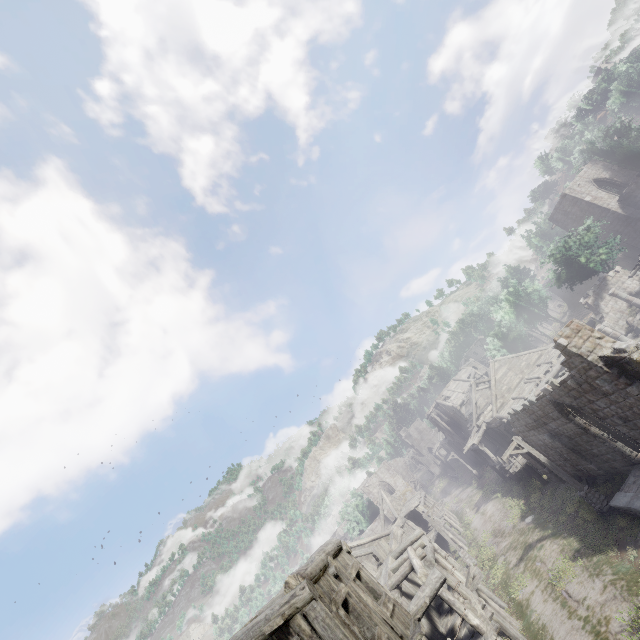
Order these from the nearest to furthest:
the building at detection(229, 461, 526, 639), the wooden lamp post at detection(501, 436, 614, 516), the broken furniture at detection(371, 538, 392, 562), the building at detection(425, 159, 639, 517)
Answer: the building at detection(229, 461, 526, 639) → the building at detection(425, 159, 639, 517) → the wooden lamp post at detection(501, 436, 614, 516) → the broken furniture at detection(371, 538, 392, 562)

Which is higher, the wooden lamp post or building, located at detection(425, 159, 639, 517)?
building, located at detection(425, 159, 639, 517)

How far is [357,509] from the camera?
59.4m

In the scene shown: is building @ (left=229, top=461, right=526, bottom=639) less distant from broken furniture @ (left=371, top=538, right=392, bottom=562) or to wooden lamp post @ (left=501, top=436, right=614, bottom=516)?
broken furniture @ (left=371, top=538, right=392, bottom=562)

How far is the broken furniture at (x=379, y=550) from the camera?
20.62m

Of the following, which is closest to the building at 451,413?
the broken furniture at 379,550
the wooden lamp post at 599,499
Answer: the broken furniture at 379,550

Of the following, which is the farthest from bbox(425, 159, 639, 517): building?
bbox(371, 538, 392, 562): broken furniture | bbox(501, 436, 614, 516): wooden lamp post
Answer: bbox(501, 436, 614, 516): wooden lamp post
